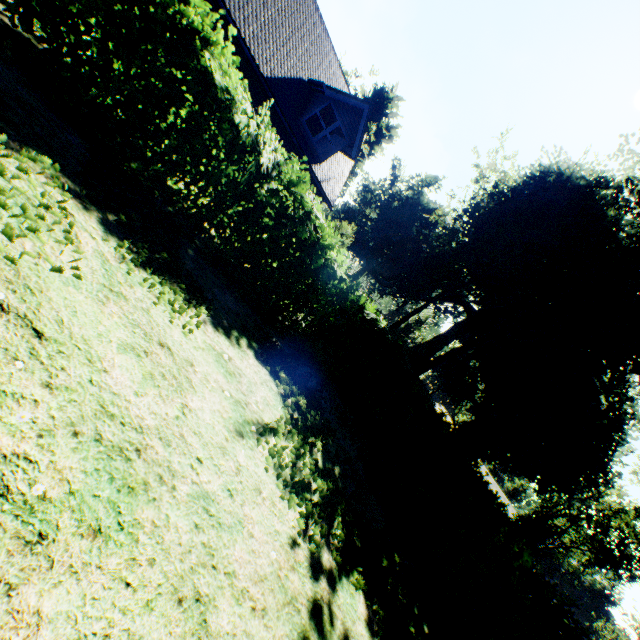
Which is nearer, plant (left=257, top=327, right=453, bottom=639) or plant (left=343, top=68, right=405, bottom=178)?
plant (left=257, top=327, right=453, bottom=639)

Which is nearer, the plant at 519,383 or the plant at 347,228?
the plant at 519,383

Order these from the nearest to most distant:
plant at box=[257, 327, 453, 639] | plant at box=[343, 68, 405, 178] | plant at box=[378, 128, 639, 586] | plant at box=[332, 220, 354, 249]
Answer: plant at box=[257, 327, 453, 639]
plant at box=[378, 128, 639, 586]
plant at box=[332, 220, 354, 249]
plant at box=[343, 68, 405, 178]

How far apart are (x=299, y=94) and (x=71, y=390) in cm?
1583

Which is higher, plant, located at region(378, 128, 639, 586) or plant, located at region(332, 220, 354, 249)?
plant, located at region(378, 128, 639, 586)

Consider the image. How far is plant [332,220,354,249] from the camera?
25.7 meters
